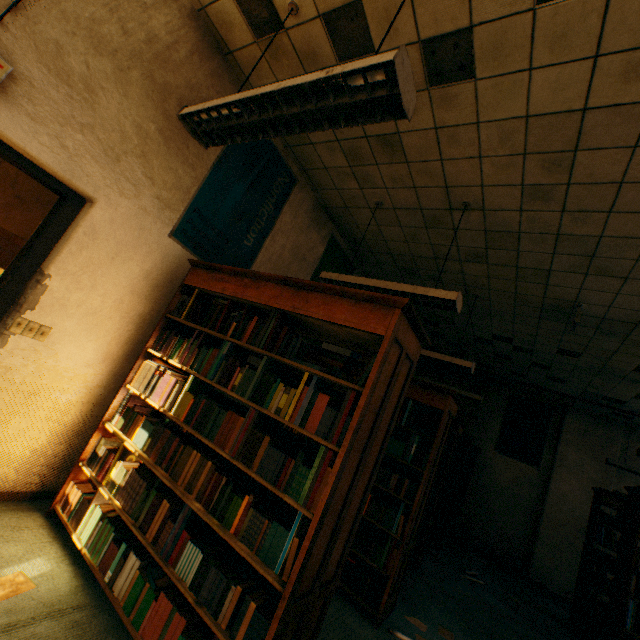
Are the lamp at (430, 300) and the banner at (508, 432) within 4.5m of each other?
no

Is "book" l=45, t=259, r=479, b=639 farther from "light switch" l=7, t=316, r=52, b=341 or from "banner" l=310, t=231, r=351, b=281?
"banner" l=310, t=231, r=351, b=281

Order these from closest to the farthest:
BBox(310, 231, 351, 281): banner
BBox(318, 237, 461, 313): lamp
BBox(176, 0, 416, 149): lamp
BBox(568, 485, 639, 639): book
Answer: BBox(176, 0, 416, 149): lamp < BBox(318, 237, 461, 313): lamp < BBox(568, 485, 639, 639): book < BBox(310, 231, 351, 281): banner

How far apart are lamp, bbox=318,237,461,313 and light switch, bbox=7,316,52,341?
2.5 meters

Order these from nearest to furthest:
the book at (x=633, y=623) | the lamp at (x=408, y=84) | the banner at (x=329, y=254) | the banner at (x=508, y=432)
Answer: the lamp at (x=408, y=84) → the book at (x=633, y=623) → the banner at (x=329, y=254) → the banner at (x=508, y=432)

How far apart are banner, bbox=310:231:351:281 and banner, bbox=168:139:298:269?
0.98m

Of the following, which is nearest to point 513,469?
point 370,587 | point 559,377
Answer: point 559,377

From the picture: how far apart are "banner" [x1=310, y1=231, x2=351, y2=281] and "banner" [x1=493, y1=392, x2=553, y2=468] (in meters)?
6.06
